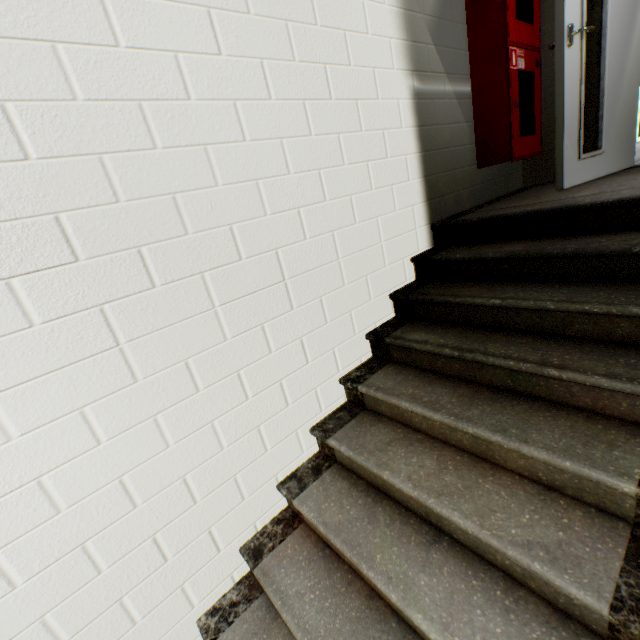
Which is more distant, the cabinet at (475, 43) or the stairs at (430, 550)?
the cabinet at (475, 43)

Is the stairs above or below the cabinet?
below

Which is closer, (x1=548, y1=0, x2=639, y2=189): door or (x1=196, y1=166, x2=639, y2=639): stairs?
(x1=196, y1=166, x2=639, y2=639): stairs

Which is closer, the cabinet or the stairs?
the stairs

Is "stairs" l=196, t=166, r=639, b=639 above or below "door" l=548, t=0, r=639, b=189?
below

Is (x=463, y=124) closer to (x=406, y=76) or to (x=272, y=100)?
(x=406, y=76)

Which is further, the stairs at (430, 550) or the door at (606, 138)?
the door at (606, 138)
